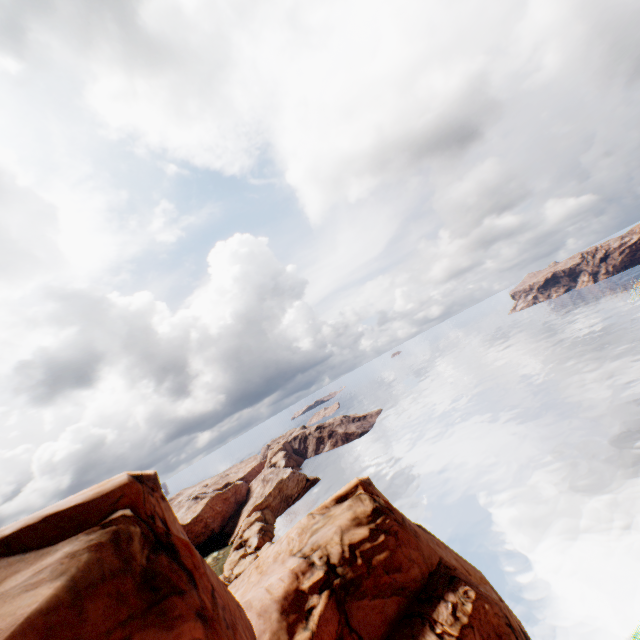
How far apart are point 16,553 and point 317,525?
18.76m
